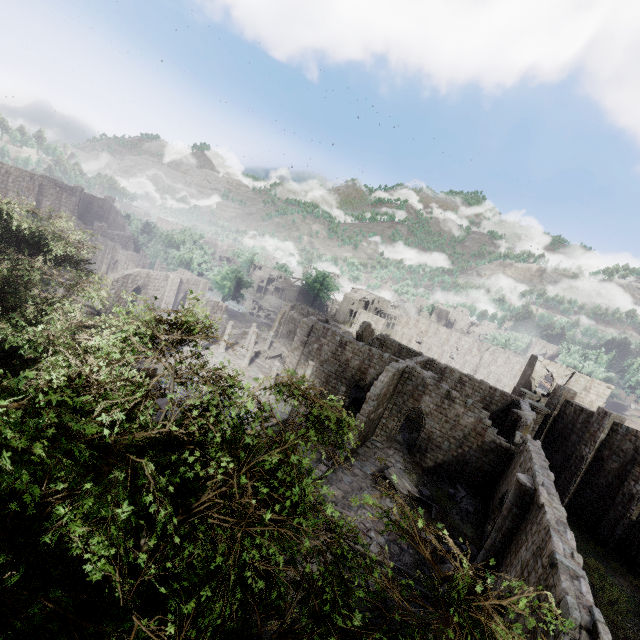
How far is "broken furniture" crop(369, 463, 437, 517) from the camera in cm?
2030

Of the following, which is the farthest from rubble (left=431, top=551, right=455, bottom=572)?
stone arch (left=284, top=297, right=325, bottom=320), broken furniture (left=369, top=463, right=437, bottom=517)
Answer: stone arch (left=284, top=297, right=325, bottom=320)

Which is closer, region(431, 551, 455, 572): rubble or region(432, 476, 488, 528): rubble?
region(431, 551, 455, 572): rubble

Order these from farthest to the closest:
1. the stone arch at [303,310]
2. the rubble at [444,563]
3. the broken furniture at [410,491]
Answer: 1. the stone arch at [303,310]
2. the broken furniture at [410,491]
3. the rubble at [444,563]

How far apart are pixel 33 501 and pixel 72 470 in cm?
179

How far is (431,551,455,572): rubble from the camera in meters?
15.4 m

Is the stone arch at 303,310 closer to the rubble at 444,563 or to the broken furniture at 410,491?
the broken furniture at 410,491

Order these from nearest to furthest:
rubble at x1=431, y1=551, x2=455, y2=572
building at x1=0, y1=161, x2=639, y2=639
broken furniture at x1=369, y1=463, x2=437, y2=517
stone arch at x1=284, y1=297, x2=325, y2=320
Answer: building at x1=0, y1=161, x2=639, y2=639
rubble at x1=431, y1=551, x2=455, y2=572
broken furniture at x1=369, y1=463, x2=437, y2=517
stone arch at x1=284, y1=297, x2=325, y2=320
